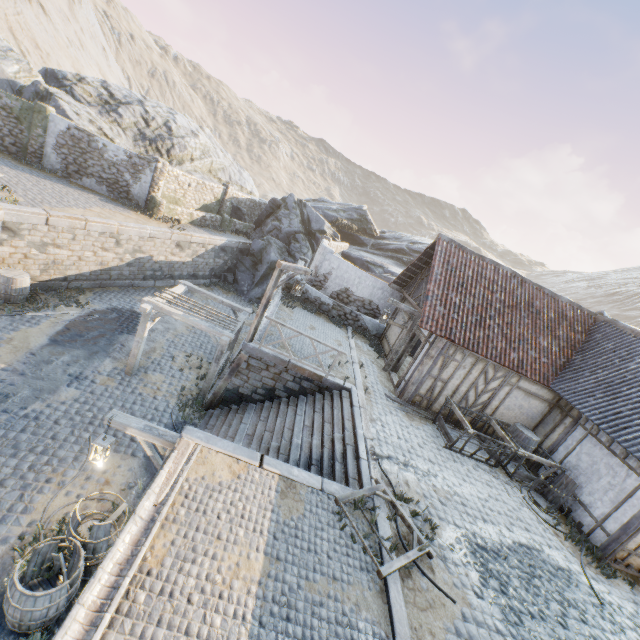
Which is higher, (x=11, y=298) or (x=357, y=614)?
(x=357, y=614)

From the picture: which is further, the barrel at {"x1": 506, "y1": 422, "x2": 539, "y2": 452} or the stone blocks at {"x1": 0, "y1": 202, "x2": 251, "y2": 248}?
the stone blocks at {"x1": 0, "y1": 202, "x2": 251, "y2": 248}

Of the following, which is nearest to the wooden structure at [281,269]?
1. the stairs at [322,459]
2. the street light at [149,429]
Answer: the stairs at [322,459]

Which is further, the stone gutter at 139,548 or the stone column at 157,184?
the stone column at 157,184

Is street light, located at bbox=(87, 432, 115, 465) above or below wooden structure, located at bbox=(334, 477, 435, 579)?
below

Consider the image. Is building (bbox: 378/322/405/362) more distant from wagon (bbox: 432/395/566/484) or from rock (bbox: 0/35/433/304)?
rock (bbox: 0/35/433/304)

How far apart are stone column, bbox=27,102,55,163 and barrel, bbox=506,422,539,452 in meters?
26.7 m

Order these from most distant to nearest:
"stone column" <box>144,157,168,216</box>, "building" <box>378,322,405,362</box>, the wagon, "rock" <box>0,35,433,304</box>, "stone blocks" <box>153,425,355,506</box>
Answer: "rock" <box>0,35,433,304</box>, "stone column" <box>144,157,168,216</box>, "building" <box>378,322,405,362</box>, the wagon, "stone blocks" <box>153,425,355,506</box>
